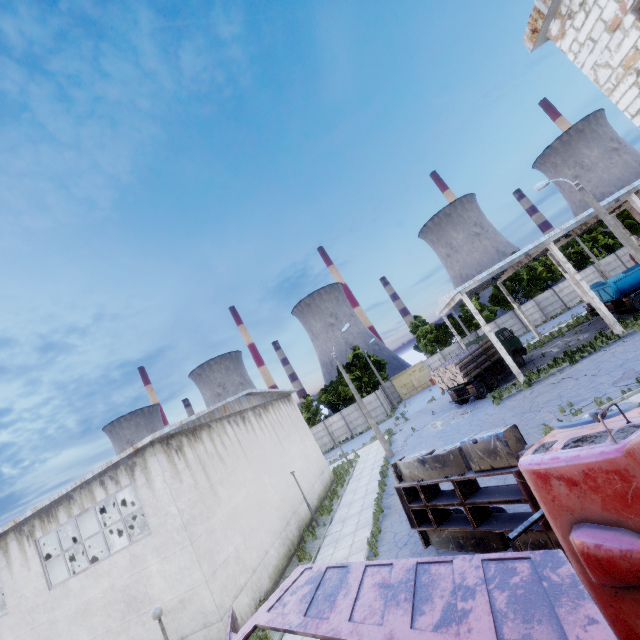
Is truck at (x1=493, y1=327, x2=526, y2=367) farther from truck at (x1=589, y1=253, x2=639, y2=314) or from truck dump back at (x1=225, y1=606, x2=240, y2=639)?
truck dump back at (x1=225, y1=606, x2=240, y2=639)

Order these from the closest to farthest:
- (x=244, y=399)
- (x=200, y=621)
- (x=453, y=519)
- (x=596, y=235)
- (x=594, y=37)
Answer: (x=594, y=37) < (x=453, y=519) < (x=200, y=621) < (x=244, y=399) < (x=596, y=235)

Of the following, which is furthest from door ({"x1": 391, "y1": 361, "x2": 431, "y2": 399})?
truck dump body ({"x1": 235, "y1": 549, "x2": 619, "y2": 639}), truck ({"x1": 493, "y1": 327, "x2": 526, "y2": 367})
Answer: truck dump body ({"x1": 235, "y1": 549, "x2": 619, "y2": 639})

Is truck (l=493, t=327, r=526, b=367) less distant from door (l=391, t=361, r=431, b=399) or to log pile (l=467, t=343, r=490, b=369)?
log pile (l=467, t=343, r=490, b=369)

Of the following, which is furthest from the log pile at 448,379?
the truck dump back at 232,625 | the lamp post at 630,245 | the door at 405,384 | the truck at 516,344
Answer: the truck dump back at 232,625

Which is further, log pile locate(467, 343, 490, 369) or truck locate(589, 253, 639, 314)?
log pile locate(467, 343, 490, 369)

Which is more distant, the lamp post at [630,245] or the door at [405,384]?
the door at [405,384]

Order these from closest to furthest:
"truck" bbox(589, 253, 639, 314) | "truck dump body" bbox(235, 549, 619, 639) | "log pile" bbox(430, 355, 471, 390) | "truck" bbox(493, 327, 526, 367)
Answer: "truck dump body" bbox(235, 549, 619, 639), "truck" bbox(589, 253, 639, 314), "log pile" bbox(430, 355, 471, 390), "truck" bbox(493, 327, 526, 367)
